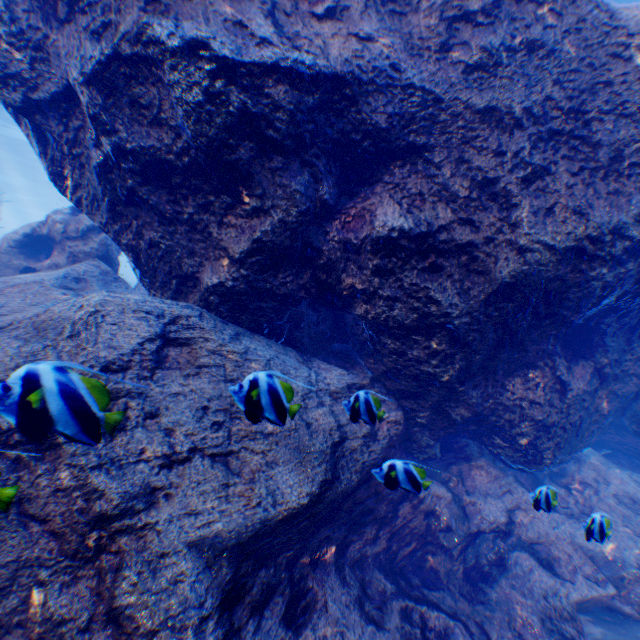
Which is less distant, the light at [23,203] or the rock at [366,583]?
the rock at [366,583]

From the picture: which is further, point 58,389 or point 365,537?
point 365,537

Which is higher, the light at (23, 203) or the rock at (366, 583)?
Answer: the light at (23, 203)

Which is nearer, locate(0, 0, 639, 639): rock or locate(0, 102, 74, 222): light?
locate(0, 0, 639, 639): rock

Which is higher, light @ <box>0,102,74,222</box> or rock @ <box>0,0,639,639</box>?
light @ <box>0,102,74,222</box>
